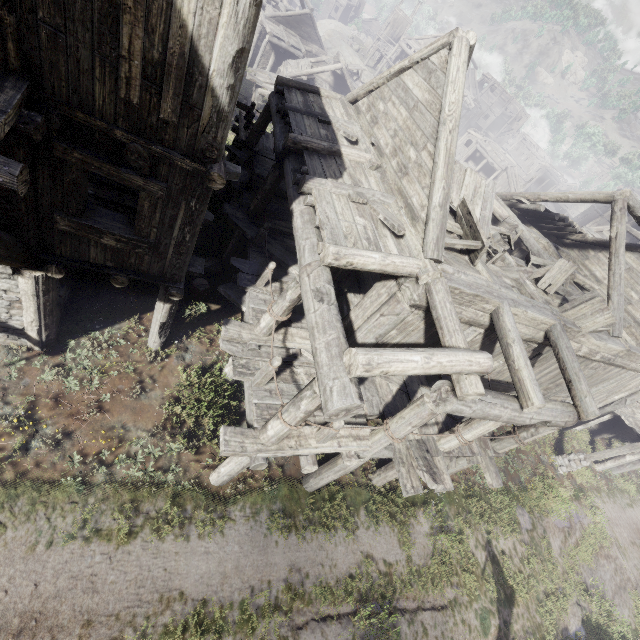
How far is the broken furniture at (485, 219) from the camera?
7.9m

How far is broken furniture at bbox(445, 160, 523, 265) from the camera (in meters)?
7.91

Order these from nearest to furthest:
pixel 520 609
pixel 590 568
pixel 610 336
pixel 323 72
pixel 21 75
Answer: pixel 21 75
pixel 520 609
pixel 610 336
pixel 590 568
pixel 323 72

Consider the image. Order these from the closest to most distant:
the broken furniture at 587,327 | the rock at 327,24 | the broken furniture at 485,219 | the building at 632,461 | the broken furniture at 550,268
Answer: the broken furniture at 485,219 → the broken furniture at 587,327 → the broken furniture at 550,268 → the building at 632,461 → the rock at 327,24

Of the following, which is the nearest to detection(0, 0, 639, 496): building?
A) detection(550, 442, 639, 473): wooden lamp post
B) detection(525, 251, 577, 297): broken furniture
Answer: detection(525, 251, 577, 297): broken furniture

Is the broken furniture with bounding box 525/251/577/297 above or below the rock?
above

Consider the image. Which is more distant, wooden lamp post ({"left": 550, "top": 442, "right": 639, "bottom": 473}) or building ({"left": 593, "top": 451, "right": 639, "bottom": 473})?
building ({"left": 593, "top": 451, "right": 639, "bottom": 473})
